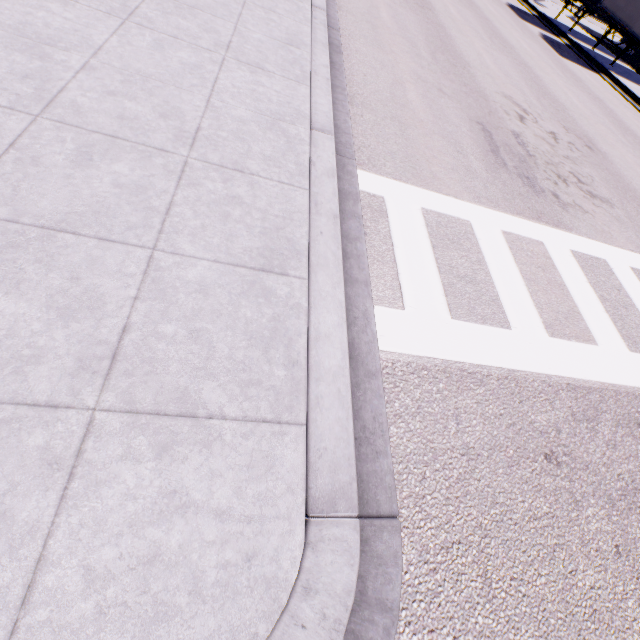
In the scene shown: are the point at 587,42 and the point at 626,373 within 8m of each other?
no

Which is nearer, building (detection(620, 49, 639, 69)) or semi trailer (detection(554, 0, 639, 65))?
semi trailer (detection(554, 0, 639, 65))

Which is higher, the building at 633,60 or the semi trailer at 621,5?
the semi trailer at 621,5

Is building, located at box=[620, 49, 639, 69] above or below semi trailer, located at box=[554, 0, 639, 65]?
below

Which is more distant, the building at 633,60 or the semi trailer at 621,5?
the building at 633,60
